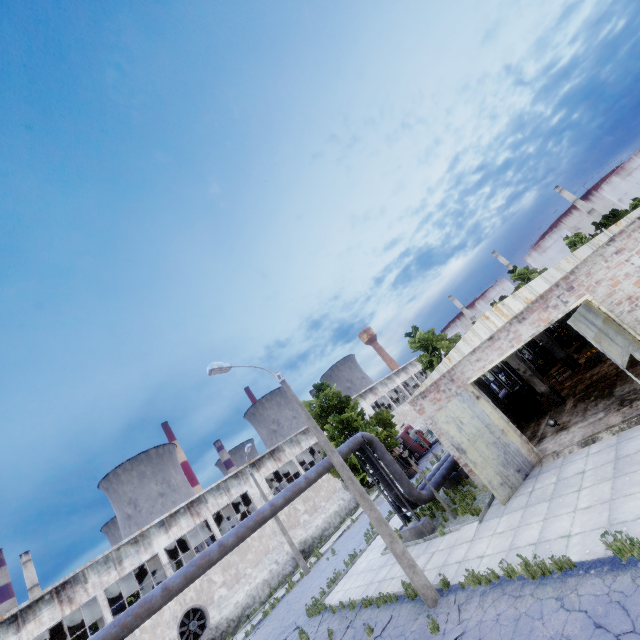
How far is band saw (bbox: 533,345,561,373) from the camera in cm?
2420

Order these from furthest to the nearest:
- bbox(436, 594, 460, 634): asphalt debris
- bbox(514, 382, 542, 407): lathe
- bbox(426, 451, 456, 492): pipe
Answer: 1. bbox(514, 382, 542, 407): lathe
2. bbox(426, 451, 456, 492): pipe
3. bbox(436, 594, 460, 634): asphalt debris

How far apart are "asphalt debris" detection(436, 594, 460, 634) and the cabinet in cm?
1202

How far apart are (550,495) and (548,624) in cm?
498

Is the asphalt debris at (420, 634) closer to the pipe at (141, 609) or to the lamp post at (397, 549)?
the lamp post at (397, 549)

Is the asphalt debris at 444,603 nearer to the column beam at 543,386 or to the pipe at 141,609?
the pipe at 141,609

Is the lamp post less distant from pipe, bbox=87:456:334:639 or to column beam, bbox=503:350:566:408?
pipe, bbox=87:456:334:639

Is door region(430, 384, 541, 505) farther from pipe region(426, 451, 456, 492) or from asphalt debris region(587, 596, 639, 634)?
asphalt debris region(587, 596, 639, 634)
